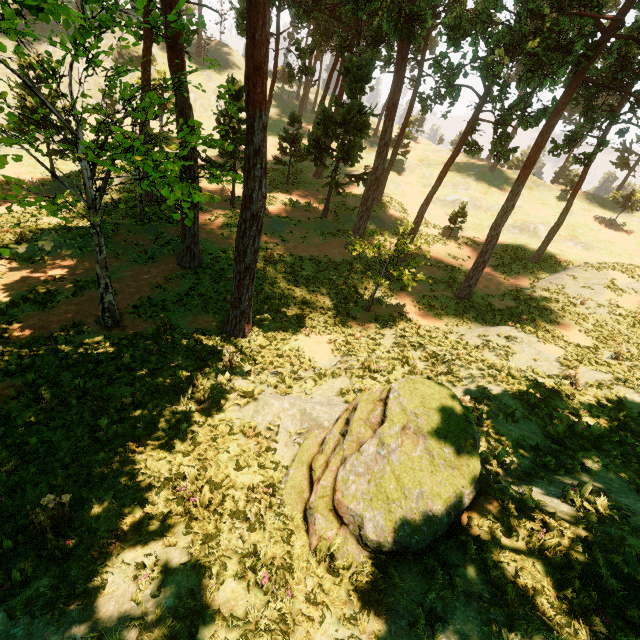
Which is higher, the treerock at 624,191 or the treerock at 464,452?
the treerock at 624,191

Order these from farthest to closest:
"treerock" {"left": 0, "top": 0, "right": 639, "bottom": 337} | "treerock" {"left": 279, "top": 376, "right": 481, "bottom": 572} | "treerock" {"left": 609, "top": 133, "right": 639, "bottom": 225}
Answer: "treerock" {"left": 609, "top": 133, "right": 639, "bottom": 225}
"treerock" {"left": 0, "top": 0, "right": 639, "bottom": 337}
"treerock" {"left": 279, "top": 376, "right": 481, "bottom": 572}

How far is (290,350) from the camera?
14.45m

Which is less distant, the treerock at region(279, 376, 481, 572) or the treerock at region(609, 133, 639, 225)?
the treerock at region(279, 376, 481, 572)

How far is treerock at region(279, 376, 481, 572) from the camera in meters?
5.5 m

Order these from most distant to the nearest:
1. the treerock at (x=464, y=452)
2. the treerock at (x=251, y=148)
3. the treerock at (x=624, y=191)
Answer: the treerock at (x=624, y=191), the treerock at (x=251, y=148), the treerock at (x=464, y=452)
